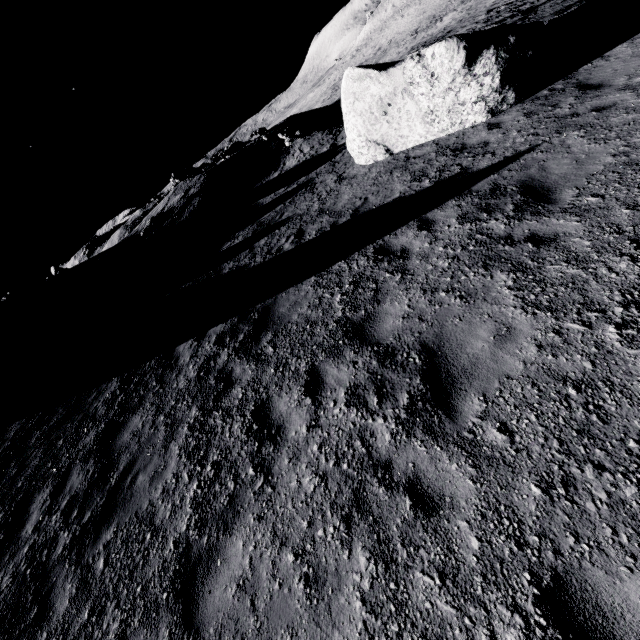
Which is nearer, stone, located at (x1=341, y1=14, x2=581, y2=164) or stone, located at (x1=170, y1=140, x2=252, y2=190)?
stone, located at (x1=341, y1=14, x2=581, y2=164)

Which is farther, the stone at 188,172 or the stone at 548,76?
the stone at 188,172

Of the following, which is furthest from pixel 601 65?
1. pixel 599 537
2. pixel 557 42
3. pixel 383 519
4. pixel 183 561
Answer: pixel 183 561

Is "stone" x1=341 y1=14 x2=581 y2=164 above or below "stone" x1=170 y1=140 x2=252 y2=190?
below

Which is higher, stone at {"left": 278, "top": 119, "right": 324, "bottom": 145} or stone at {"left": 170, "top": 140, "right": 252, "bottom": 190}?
stone at {"left": 170, "top": 140, "right": 252, "bottom": 190}

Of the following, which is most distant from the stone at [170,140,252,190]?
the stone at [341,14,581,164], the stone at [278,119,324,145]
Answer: the stone at [341,14,581,164]

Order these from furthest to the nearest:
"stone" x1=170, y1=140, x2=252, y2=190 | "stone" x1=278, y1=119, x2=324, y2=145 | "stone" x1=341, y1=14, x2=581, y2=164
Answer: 1. "stone" x1=170, y1=140, x2=252, y2=190
2. "stone" x1=278, y1=119, x2=324, y2=145
3. "stone" x1=341, y1=14, x2=581, y2=164

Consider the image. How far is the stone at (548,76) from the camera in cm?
781
